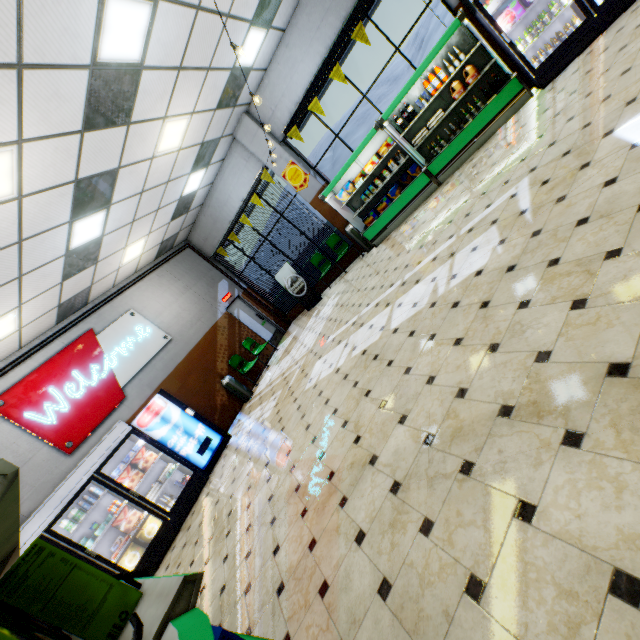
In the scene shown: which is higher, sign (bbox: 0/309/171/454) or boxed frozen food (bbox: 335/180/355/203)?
sign (bbox: 0/309/171/454)

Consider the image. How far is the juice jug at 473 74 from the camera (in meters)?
6.42

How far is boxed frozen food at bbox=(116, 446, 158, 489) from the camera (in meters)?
6.46

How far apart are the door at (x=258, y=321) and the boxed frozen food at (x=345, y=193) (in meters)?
5.30

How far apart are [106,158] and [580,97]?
7.16m

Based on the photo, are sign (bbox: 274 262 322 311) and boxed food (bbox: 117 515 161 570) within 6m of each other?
no

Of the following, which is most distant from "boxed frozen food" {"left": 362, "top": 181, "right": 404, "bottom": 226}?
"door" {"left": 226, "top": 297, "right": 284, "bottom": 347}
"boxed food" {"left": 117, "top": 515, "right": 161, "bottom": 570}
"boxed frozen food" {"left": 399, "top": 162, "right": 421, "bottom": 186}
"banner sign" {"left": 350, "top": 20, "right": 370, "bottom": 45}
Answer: "boxed food" {"left": 117, "top": 515, "right": 161, "bottom": 570}

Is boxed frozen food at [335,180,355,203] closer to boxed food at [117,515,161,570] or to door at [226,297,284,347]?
door at [226,297,284,347]
